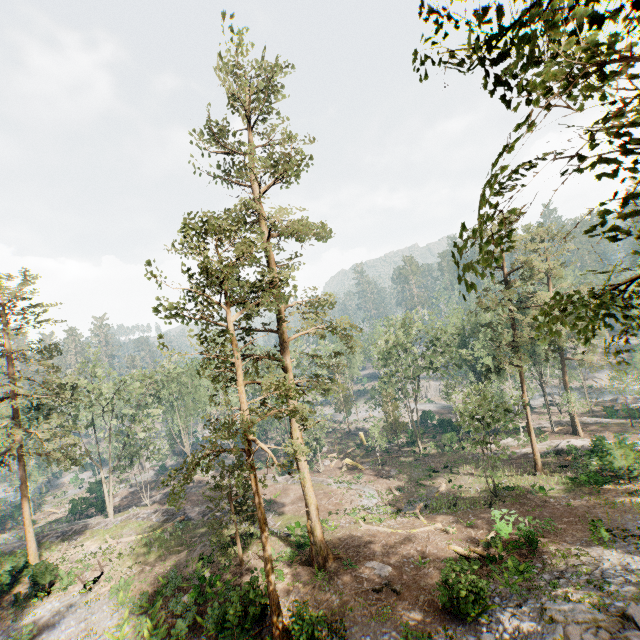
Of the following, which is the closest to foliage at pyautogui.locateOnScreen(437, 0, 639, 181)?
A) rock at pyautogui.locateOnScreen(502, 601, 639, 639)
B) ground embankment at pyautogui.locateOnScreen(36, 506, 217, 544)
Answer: rock at pyautogui.locateOnScreen(502, 601, 639, 639)

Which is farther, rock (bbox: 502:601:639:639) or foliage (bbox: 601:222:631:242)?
rock (bbox: 502:601:639:639)

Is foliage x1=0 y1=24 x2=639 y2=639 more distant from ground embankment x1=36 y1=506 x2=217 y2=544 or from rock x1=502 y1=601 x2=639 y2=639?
ground embankment x1=36 y1=506 x2=217 y2=544

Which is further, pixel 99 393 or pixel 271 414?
pixel 99 393

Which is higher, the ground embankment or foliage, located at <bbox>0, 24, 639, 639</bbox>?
foliage, located at <bbox>0, 24, 639, 639</bbox>

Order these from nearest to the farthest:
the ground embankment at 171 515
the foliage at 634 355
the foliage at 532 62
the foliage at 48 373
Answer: the foliage at 532 62 → the foliage at 634 355 → the foliage at 48 373 → the ground embankment at 171 515

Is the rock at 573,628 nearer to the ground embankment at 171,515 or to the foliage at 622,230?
the foliage at 622,230
